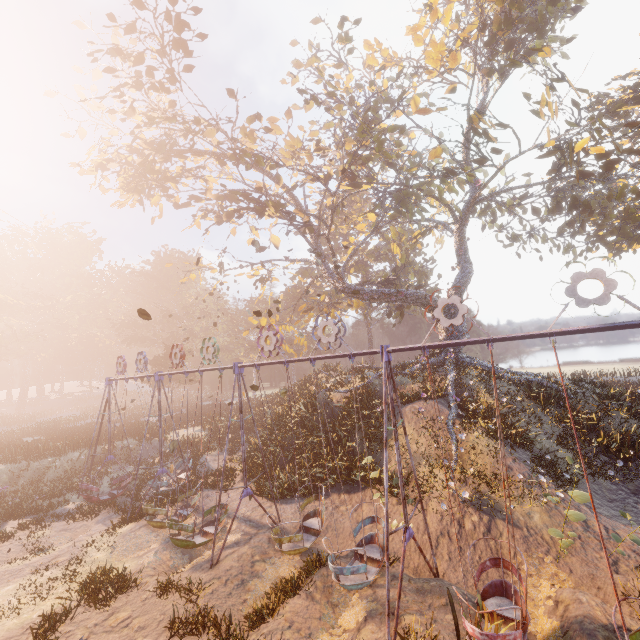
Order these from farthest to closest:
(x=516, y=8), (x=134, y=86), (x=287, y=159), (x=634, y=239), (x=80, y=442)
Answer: (x=634, y=239) → (x=80, y=442) → (x=287, y=159) → (x=516, y=8) → (x=134, y=86)

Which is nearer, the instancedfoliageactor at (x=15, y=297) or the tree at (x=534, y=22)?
the tree at (x=534, y=22)

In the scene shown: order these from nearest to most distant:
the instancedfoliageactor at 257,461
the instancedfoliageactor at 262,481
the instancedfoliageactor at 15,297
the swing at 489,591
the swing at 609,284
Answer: the swing at 609,284
the swing at 489,591
the instancedfoliageactor at 262,481
the instancedfoliageactor at 257,461
the instancedfoliageactor at 15,297

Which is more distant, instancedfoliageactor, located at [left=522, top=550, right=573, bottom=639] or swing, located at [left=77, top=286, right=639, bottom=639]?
instancedfoliageactor, located at [left=522, top=550, right=573, bottom=639]

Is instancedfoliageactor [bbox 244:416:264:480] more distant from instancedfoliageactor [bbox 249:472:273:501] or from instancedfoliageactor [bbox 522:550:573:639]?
instancedfoliageactor [bbox 522:550:573:639]

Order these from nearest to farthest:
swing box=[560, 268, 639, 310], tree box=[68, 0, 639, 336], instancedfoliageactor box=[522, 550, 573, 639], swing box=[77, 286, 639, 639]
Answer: swing box=[560, 268, 639, 310]
swing box=[77, 286, 639, 639]
instancedfoliageactor box=[522, 550, 573, 639]
tree box=[68, 0, 639, 336]

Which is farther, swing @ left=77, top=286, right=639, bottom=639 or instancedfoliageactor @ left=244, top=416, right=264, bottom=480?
instancedfoliageactor @ left=244, top=416, right=264, bottom=480

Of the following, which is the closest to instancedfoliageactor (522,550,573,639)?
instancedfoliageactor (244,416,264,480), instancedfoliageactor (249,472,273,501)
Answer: instancedfoliageactor (249,472,273,501)
